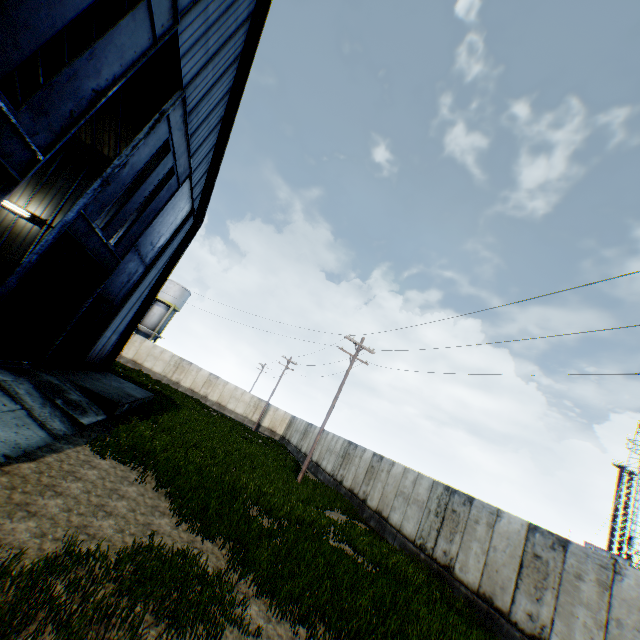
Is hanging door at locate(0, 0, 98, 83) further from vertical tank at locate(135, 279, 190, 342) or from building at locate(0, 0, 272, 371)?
A: vertical tank at locate(135, 279, 190, 342)

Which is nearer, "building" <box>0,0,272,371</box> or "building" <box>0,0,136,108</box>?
"building" <box>0,0,272,371</box>

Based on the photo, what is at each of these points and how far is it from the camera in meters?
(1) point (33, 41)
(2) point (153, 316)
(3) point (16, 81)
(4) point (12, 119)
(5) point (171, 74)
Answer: (1) hanging door, 5.8
(2) vertical tank, 44.8
(3) building, 17.6
(4) hanging door, 6.2
(5) building, 15.6

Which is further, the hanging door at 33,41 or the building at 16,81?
the building at 16,81

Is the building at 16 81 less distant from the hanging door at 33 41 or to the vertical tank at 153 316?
the hanging door at 33 41

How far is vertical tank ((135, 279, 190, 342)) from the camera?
44.4m

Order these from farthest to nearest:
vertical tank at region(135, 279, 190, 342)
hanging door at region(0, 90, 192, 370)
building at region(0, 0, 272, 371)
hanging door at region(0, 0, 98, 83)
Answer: vertical tank at region(135, 279, 190, 342), building at region(0, 0, 272, 371), hanging door at region(0, 90, 192, 370), hanging door at region(0, 0, 98, 83)
